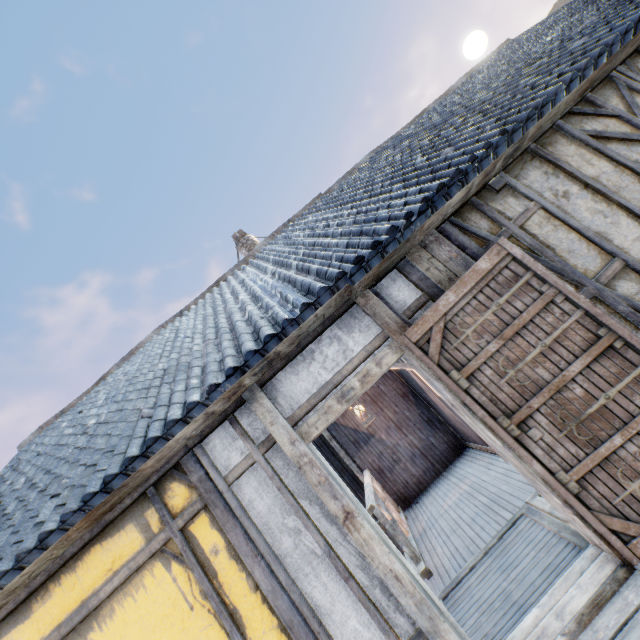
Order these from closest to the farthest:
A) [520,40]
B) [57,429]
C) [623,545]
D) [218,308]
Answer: [623,545], [218,308], [57,429], [520,40]

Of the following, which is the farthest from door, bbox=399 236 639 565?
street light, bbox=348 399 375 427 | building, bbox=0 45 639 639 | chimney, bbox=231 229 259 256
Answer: chimney, bbox=231 229 259 256

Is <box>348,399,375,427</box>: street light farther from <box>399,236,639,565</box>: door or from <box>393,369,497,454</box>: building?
<box>399,236,639,565</box>: door

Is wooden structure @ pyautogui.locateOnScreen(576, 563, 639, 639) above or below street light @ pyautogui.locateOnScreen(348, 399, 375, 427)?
below

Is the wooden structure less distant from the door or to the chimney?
the door

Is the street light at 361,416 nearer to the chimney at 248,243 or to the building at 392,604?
the building at 392,604

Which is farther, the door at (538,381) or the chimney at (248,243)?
the chimney at (248,243)
